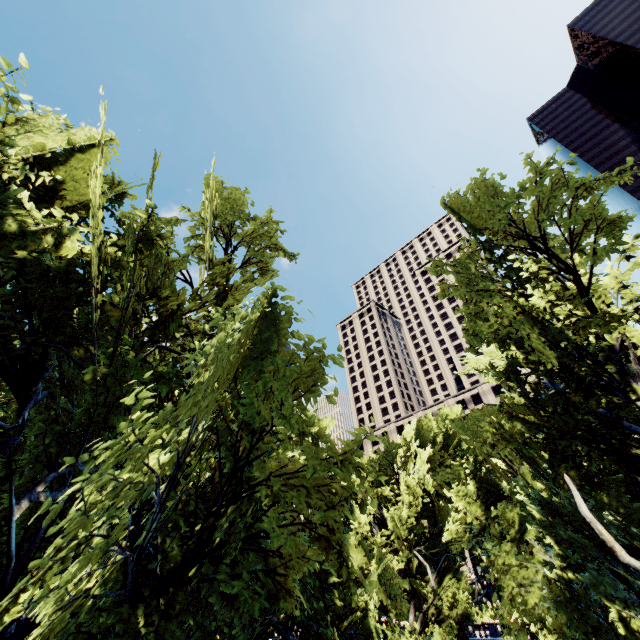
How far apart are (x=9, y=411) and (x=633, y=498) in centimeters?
2476cm
